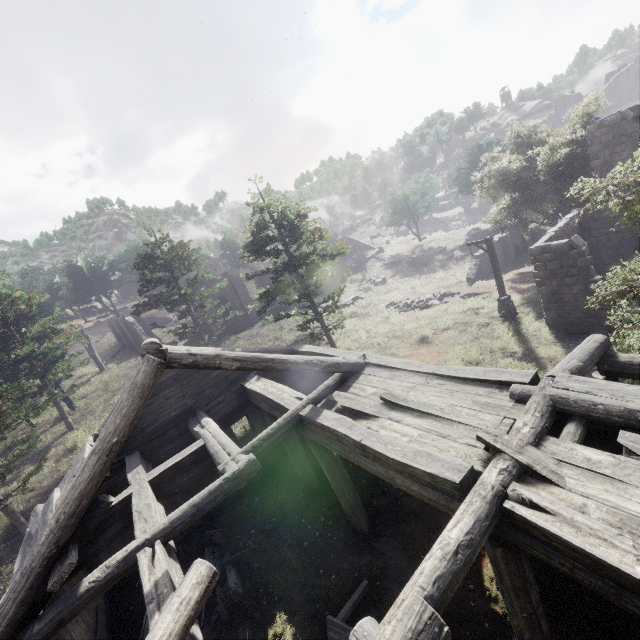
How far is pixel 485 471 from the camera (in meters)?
4.46

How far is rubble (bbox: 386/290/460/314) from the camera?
24.6m

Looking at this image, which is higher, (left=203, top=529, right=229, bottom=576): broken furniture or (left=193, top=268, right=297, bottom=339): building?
(left=193, top=268, right=297, bottom=339): building

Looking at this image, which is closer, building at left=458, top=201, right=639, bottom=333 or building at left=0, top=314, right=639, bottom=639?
building at left=0, top=314, right=639, bottom=639

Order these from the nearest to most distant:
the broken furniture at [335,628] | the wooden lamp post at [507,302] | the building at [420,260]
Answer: the broken furniture at [335,628] → the wooden lamp post at [507,302] → the building at [420,260]

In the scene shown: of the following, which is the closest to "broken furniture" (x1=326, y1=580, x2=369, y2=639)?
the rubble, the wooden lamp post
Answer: the wooden lamp post

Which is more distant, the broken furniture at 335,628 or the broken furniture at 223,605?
the broken furniture at 223,605

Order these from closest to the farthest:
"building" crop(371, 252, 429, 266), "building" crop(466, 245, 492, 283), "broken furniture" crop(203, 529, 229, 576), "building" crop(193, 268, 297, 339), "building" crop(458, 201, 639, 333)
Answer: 1. "broken furniture" crop(203, 529, 229, 576)
2. "building" crop(458, 201, 639, 333)
3. "building" crop(466, 245, 492, 283)
4. "building" crop(193, 268, 297, 339)
5. "building" crop(371, 252, 429, 266)
